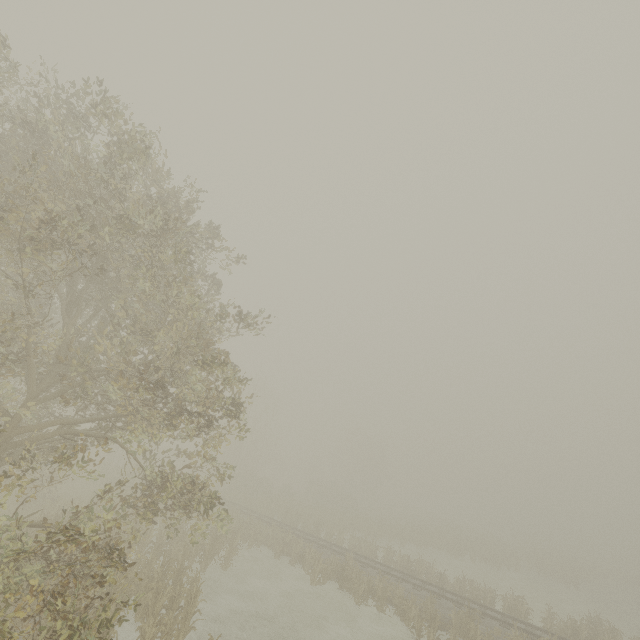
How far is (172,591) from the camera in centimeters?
1185cm
